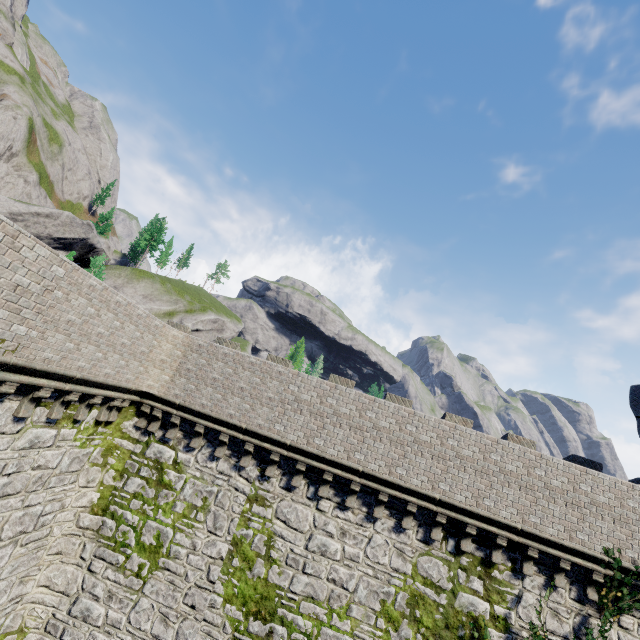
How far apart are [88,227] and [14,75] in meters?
43.9 m
